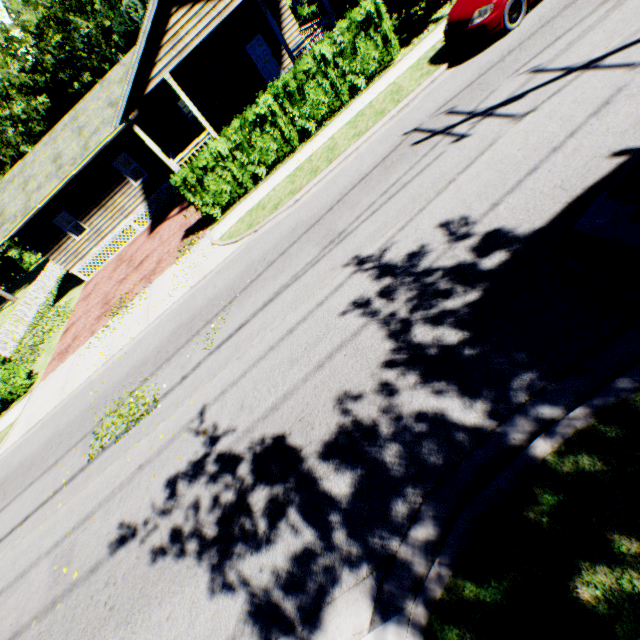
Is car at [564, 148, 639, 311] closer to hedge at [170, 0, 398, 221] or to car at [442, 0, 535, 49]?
car at [442, 0, 535, 49]

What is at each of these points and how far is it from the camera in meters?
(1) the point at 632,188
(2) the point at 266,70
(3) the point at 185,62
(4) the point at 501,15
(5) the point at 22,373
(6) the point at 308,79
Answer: (1) car, 2.8 m
(2) door, 18.7 m
(3) house, 17.2 m
(4) car, 8.1 m
(5) hedge, 14.0 m
(6) hedge, 11.5 m

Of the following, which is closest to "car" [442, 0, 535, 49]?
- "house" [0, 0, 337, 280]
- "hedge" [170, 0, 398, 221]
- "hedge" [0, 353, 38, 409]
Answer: "hedge" [170, 0, 398, 221]

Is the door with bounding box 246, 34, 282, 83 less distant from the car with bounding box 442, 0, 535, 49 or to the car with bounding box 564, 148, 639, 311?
the car with bounding box 442, 0, 535, 49

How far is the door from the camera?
17.9m

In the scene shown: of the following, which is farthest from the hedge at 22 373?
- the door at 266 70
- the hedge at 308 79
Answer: the door at 266 70

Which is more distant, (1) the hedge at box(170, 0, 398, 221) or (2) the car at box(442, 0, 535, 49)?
(1) the hedge at box(170, 0, 398, 221)

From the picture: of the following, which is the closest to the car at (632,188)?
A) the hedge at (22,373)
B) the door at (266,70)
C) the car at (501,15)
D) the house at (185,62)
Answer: the car at (501,15)
